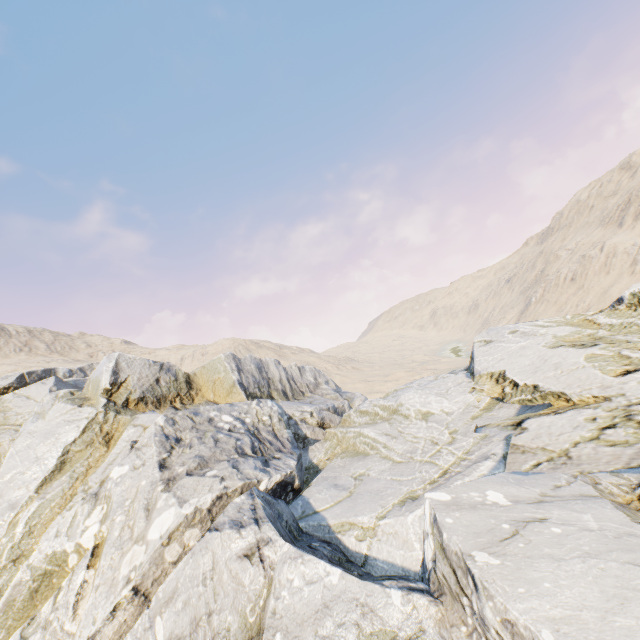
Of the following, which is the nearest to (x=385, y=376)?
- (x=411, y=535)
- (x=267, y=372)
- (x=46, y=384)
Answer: (x=267, y=372)
